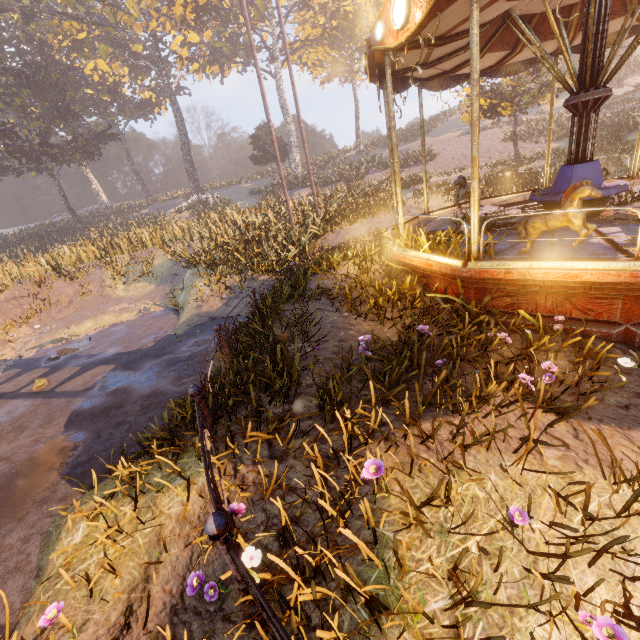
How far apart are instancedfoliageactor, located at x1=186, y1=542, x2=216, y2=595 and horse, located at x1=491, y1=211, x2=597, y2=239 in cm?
576

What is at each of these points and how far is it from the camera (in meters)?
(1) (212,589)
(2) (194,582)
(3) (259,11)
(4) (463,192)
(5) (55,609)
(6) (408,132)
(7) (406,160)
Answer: (1) instancedfoliageactor, 2.74
(2) instancedfoliageactor, 2.76
(3) instancedfoliageactor, 33.72
(4) horse, 8.96
(5) instancedfoliageactor, 2.74
(6) instancedfoliageactor, 41.75
(7) instancedfoliageactor, 27.61

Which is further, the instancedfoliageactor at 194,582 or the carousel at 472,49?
the carousel at 472,49

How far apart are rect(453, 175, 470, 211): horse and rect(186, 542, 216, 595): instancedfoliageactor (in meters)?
9.68

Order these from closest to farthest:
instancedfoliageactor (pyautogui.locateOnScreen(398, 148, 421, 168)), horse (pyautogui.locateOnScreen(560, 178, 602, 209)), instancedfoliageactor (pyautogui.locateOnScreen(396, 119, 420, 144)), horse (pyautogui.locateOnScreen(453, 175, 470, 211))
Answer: horse (pyautogui.locateOnScreen(560, 178, 602, 209)) < horse (pyautogui.locateOnScreen(453, 175, 470, 211)) < instancedfoliageactor (pyautogui.locateOnScreen(398, 148, 421, 168)) < instancedfoliageactor (pyautogui.locateOnScreen(396, 119, 420, 144))

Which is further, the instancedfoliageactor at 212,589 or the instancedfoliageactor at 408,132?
the instancedfoliageactor at 408,132

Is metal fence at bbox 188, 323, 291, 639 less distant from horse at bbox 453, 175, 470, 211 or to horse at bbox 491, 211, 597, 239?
horse at bbox 491, 211, 597, 239
